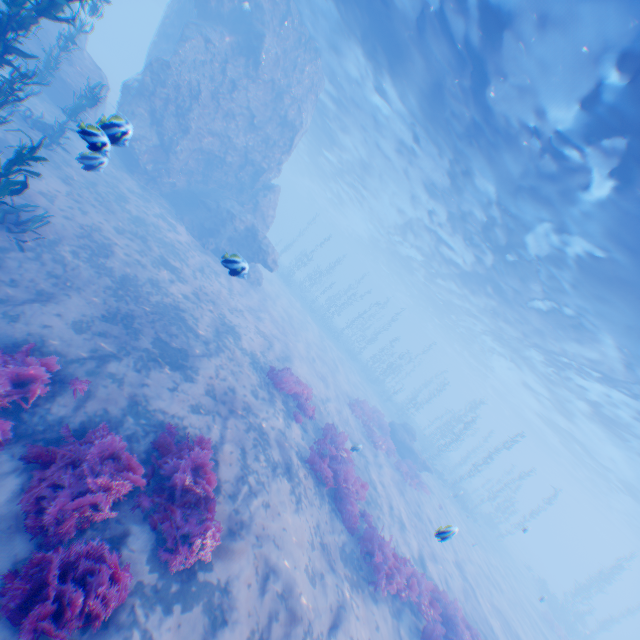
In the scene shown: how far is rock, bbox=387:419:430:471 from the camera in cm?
2239

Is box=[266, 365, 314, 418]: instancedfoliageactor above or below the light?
below

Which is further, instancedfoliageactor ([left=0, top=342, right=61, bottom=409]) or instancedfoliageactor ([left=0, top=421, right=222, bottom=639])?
instancedfoliageactor ([left=0, top=342, right=61, bottom=409])

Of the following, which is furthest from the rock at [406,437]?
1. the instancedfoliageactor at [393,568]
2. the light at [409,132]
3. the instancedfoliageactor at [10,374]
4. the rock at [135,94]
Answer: the instancedfoliageactor at [10,374]

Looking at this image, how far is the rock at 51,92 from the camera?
4.7 meters

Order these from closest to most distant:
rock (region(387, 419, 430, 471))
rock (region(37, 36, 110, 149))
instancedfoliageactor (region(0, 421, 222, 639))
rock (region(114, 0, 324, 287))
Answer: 1. instancedfoliageactor (region(0, 421, 222, 639))
2. rock (region(37, 36, 110, 149))
3. rock (region(114, 0, 324, 287))
4. rock (region(387, 419, 430, 471))

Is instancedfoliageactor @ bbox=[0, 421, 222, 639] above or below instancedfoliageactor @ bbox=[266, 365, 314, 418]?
below

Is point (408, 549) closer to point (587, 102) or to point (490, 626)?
point (490, 626)
